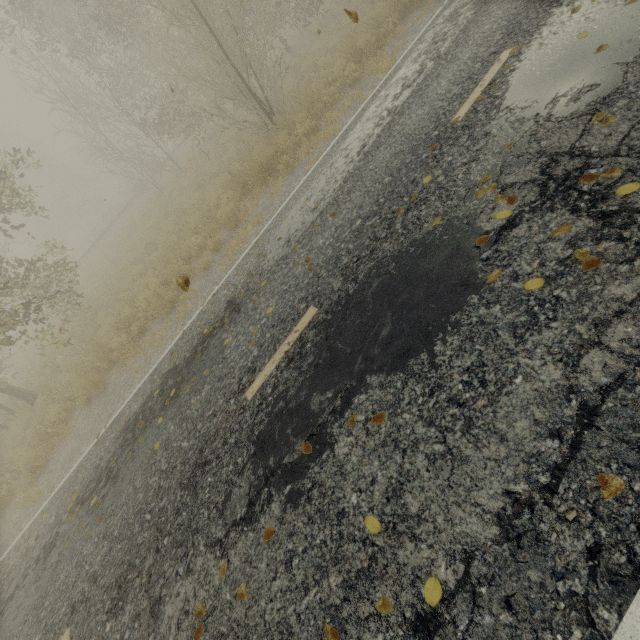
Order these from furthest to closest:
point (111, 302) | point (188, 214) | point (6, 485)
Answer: point (188, 214), point (111, 302), point (6, 485)
